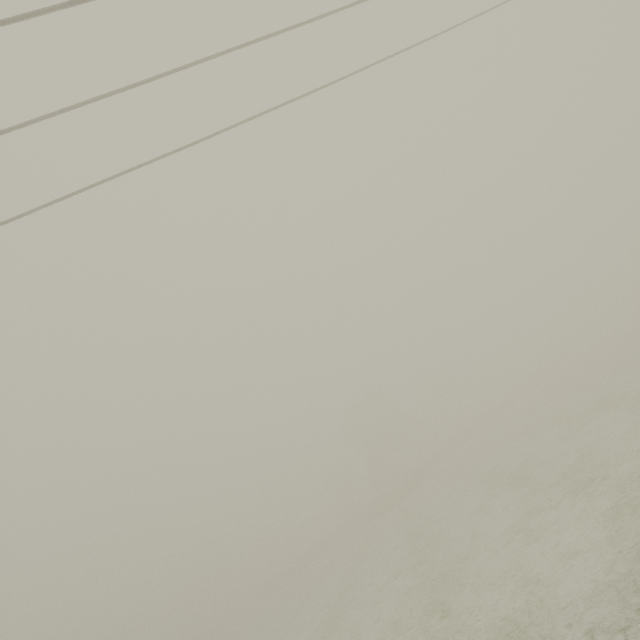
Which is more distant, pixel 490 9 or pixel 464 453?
pixel 464 453
